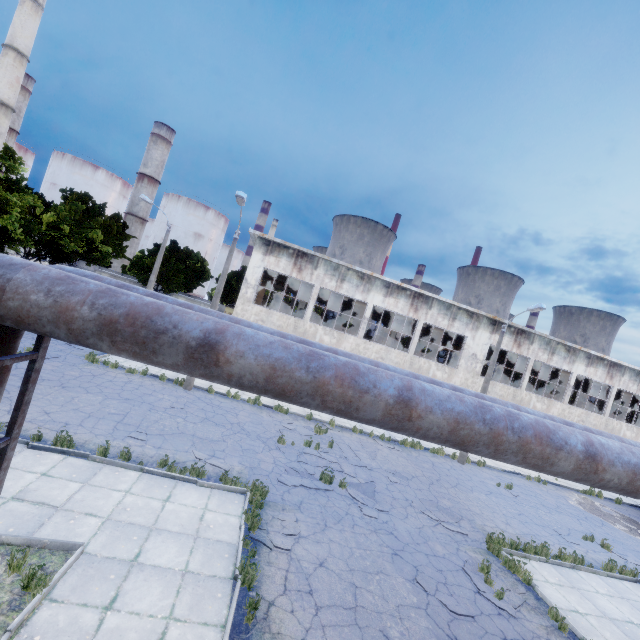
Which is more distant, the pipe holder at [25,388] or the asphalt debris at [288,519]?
the asphalt debris at [288,519]

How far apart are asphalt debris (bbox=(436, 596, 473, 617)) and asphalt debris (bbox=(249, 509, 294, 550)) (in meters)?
3.19

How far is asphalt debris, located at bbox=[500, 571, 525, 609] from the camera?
8.7m

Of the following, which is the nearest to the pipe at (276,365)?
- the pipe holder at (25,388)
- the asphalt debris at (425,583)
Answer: the pipe holder at (25,388)

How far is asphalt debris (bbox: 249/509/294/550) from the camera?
7.9 meters

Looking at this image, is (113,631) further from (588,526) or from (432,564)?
(588,526)

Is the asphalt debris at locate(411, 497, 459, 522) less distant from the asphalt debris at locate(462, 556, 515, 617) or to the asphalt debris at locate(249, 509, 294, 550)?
the asphalt debris at locate(462, 556, 515, 617)

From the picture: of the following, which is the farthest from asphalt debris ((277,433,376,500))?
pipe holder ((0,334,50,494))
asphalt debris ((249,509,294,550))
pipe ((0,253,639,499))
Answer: pipe ((0,253,639,499))
